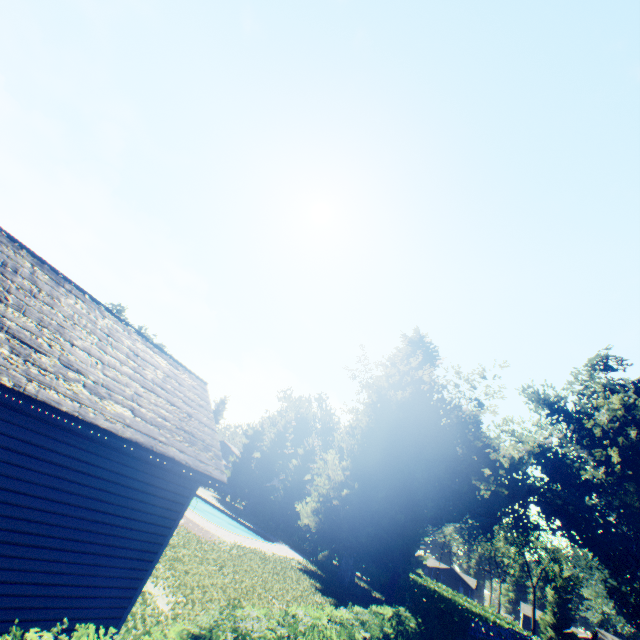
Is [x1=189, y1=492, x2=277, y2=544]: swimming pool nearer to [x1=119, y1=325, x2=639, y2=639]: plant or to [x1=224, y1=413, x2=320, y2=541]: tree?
[x1=119, y1=325, x2=639, y2=639]: plant

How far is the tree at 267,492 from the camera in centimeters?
4009cm

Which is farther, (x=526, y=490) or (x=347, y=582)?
(x=526, y=490)

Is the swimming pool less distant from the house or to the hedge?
the hedge

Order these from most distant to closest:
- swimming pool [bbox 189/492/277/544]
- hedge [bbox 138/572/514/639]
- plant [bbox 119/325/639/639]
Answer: swimming pool [bbox 189/492/277/544]
plant [bbox 119/325/639/639]
hedge [bbox 138/572/514/639]

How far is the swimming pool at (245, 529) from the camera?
28.36m

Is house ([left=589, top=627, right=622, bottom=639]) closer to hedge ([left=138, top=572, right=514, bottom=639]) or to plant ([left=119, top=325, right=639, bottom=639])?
plant ([left=119, top=325, right=639, bottom=639])
